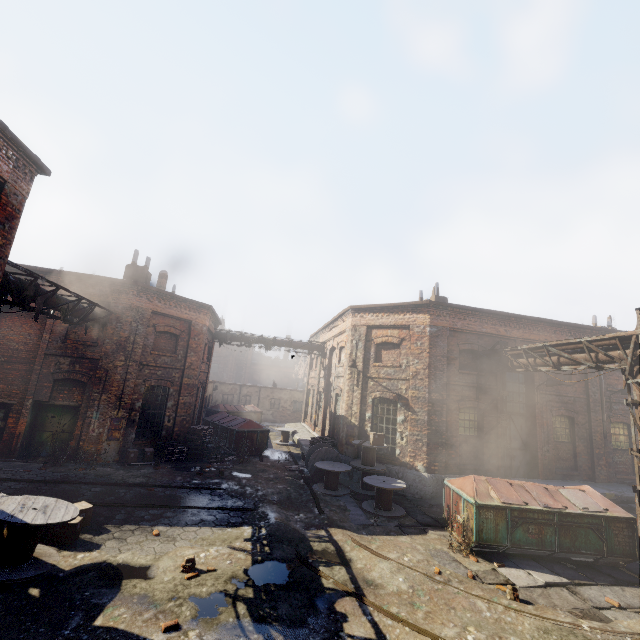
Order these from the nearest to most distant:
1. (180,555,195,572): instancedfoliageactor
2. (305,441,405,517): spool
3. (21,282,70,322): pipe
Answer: (180,555,195,572): instancedfoliageactor
(21,282,70,322): pipe
(305,441,405,517): spool

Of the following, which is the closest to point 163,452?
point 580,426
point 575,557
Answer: point 575,557

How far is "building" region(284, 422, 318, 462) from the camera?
17.9m

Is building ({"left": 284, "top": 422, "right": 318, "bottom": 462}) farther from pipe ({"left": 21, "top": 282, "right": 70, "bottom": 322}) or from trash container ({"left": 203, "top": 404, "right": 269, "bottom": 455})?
pipe ({"left": 21, "top": 282, "right": 70, "bottom": 322})

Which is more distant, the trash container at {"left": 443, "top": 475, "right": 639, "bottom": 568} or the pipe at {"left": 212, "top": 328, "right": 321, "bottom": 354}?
the pipe at {"left": 212, "top": 328, "right": 321, "bottom": 354}

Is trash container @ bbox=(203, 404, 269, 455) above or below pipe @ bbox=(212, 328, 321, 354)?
below

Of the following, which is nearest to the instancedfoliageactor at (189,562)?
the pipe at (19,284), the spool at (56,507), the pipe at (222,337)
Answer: the spool at (56,507)

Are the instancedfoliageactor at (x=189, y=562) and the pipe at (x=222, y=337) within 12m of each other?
no
